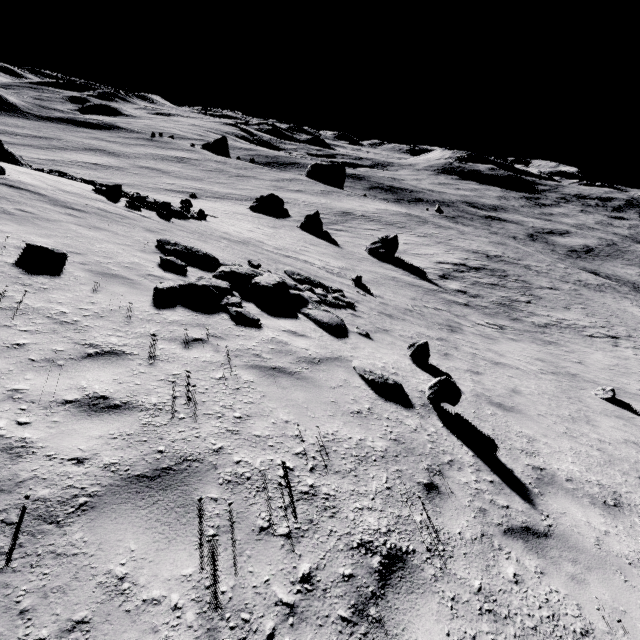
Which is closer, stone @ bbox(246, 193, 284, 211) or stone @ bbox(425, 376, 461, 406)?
stone @ bbox(425, 376, 461, 406)

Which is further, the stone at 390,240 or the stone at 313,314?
the stone at 390,240

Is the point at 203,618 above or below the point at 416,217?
above

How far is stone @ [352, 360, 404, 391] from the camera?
6.2m

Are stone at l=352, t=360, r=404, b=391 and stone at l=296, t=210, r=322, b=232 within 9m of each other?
no

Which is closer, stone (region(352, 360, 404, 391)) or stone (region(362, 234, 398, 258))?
stone (region(352, 360, 404, 391))

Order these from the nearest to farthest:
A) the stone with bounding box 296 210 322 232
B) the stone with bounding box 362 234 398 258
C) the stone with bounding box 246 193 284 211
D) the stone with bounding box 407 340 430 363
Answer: the stone with bounding box 407 340 430 363
the stone with bounding box 362 234 398 258
the stone with bounding box 296 210 322 232
the stone with bounding box 246 193 284 211

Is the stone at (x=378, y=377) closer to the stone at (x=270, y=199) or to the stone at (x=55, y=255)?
the stone at (x=55, y=255)
